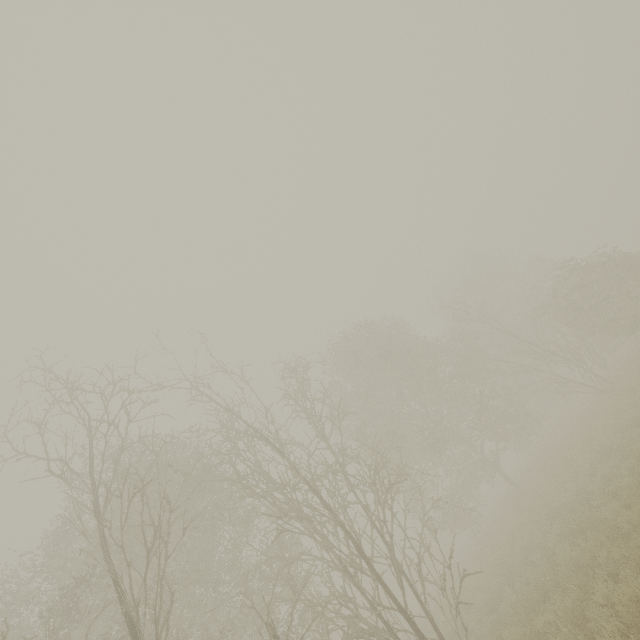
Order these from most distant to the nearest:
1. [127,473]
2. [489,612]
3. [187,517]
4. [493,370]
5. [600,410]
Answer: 1. [493,370]
2. [600,410]
3. [489,612]
4. [187,517]
5. [127,473]
